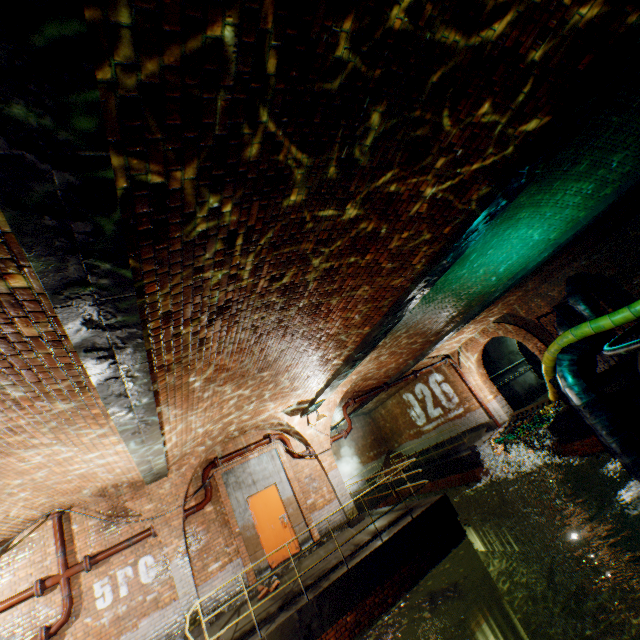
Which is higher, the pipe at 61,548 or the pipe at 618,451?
the pipe at 61,548

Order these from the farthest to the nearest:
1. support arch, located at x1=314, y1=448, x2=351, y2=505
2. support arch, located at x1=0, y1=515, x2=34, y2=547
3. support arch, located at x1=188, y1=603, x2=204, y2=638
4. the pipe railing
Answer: support arch, located at x1=314, y1=448, x2=351, y2=505, support arch, located at x1=188, y1=603, x2=204, y2=638, support arch, located at x1=0, y1=515, x2=34, y2=547, the pipe railing

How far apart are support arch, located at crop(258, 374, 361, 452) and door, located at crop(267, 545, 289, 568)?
1.64m

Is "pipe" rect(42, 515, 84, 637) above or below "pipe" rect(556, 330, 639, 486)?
above

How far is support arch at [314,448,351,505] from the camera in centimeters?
1140cm

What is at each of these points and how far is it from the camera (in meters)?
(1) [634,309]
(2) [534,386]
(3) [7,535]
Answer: (1) large conduit, 8.43
(2) building tunnel, 18.59
(3) support arch, 7.89

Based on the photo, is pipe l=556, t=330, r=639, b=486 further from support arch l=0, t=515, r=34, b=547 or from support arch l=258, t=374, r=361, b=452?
support arch l=0, t=515, r=34, b=547

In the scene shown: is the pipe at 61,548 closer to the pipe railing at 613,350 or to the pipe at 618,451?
the pipe railing at 613,350
